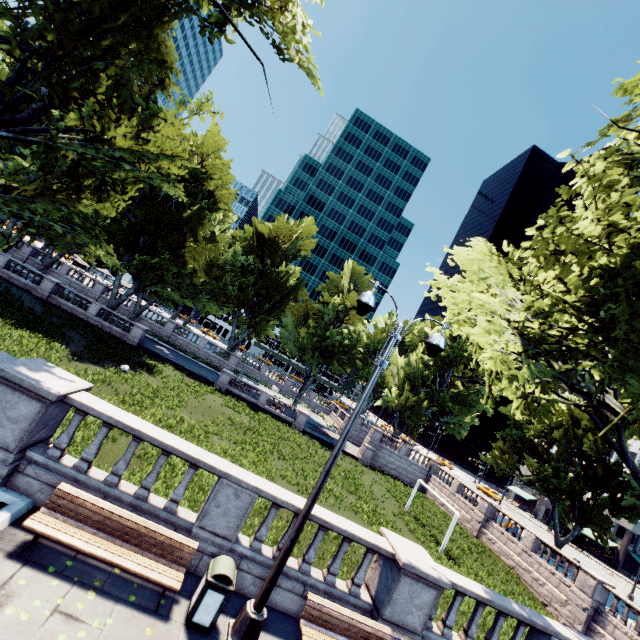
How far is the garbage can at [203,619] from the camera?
5.87m

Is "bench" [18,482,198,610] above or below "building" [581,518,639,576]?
below

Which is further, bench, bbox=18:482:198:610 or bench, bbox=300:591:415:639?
bench, bbox=300:591:415:639

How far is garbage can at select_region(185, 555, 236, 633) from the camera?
5.9 meters

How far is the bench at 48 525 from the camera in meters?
5.7

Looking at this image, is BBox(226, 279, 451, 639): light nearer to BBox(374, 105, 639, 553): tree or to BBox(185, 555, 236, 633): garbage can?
BBox(185, 555, 236, 633): garbage can

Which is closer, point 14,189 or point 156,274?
point 14,189

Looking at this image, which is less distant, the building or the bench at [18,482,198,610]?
the bench at [18,482,198,610]
